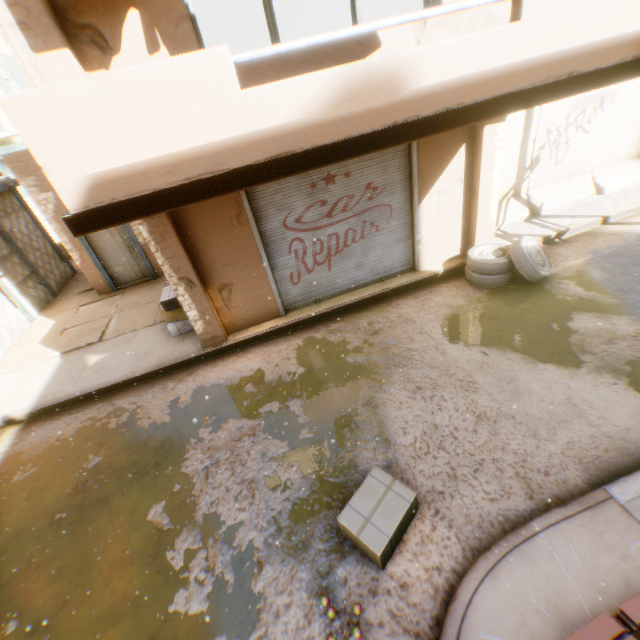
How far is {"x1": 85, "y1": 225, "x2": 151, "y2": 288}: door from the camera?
9.53m

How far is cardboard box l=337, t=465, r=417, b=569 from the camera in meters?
3.2

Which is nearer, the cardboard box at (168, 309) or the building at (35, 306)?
the cardboard box at (168, 309)

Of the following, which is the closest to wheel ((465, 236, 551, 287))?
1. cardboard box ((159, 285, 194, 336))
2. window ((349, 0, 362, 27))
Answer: window ((349, 0, 362, 27))

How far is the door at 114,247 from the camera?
9.53m

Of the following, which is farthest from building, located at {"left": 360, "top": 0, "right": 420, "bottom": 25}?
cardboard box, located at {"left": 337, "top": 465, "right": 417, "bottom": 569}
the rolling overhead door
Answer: cardboard box, located at {"left": 337, "top": 465, "right": 417, "bottom": 569}

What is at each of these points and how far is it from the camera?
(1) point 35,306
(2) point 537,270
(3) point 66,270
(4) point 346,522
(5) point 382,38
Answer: (1) building, 10.01m
(2) wheel, 6.20m
(3) building, 12.22m
(4) cardboard box, 3.33m
(5) building, 4.30m
